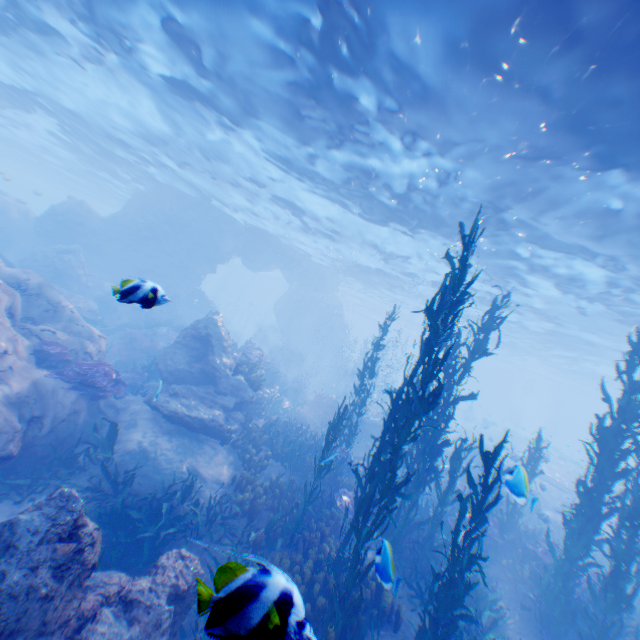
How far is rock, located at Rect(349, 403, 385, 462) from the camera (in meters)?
17.49

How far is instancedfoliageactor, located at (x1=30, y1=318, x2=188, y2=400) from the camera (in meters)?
9.38

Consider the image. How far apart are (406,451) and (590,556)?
4.6m

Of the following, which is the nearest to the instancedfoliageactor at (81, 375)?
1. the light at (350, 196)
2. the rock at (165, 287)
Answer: the rock at (165, 287)

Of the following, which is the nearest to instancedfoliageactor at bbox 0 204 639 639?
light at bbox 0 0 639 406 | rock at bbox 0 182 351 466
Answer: rock at bbox 0 182 351 466

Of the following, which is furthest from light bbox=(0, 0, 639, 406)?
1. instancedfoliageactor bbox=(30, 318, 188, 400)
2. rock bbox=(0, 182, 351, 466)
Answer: instancedfoliageactor bbox=(30, 318, 188, 400)

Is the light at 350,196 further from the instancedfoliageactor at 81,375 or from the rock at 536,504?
the instancedfoliageactor at 81,375
